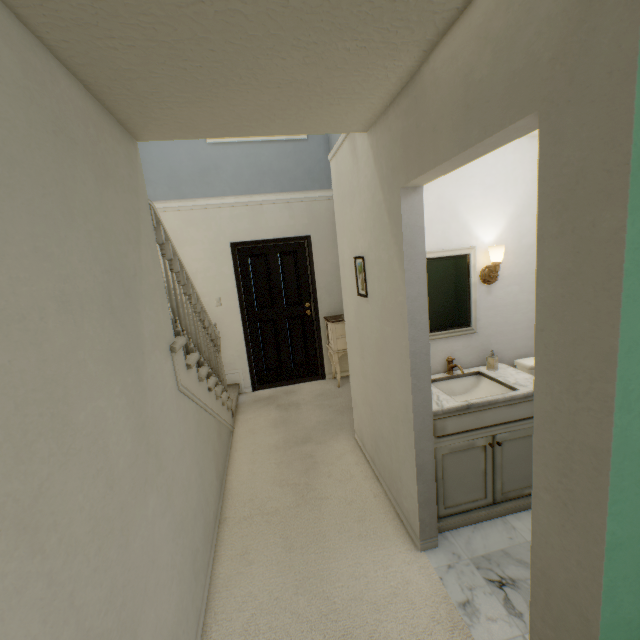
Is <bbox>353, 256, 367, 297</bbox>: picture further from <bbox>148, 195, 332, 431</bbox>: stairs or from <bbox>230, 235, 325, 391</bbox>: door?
<bbox>230, 235, 325, 391</bbox>: door

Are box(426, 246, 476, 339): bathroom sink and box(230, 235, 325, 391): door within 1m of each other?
no

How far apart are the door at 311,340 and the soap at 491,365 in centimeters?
269cm

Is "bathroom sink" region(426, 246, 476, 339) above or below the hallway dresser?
above

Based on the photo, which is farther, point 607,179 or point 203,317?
point 203,317

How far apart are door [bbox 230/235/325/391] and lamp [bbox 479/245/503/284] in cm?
260

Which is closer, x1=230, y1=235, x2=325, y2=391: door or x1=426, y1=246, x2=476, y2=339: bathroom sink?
x1=426, y1=246, x2=476, y2=339: bathroom sink

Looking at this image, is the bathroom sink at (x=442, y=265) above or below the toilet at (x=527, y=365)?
above
